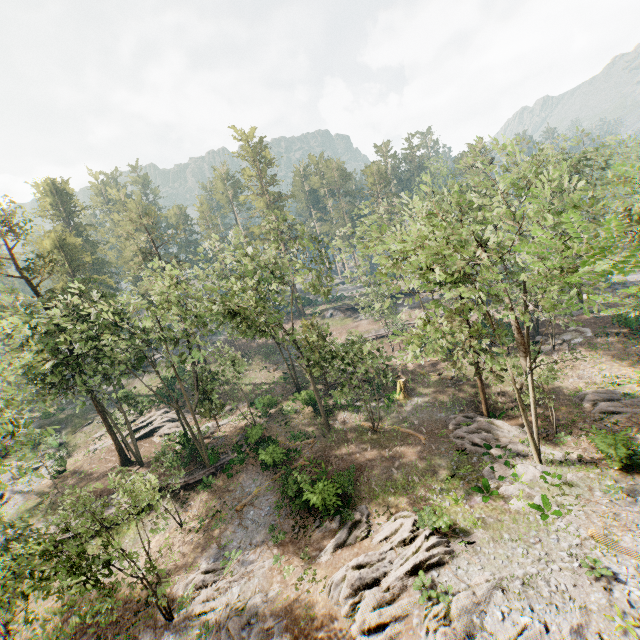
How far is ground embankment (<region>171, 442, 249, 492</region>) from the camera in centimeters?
2825cm

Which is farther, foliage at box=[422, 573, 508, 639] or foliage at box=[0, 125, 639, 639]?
foliage at box=[422, 573, 508, 639]

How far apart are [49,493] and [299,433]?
25.9m

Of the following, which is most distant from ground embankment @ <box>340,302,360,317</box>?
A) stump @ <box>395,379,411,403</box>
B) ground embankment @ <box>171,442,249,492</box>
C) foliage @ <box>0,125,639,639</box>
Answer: ground embankment @ <box>171,442,249,492</box>

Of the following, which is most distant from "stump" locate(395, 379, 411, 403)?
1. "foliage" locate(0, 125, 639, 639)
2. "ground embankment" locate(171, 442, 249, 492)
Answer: "ground embankment" locate(171, 442, 249, 492)

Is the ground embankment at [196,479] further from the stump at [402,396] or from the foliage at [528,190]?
the stump at [402,396]

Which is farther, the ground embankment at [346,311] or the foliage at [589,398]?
the ground embankment at [346,311]

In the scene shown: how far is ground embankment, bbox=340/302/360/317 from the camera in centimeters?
5829cm
